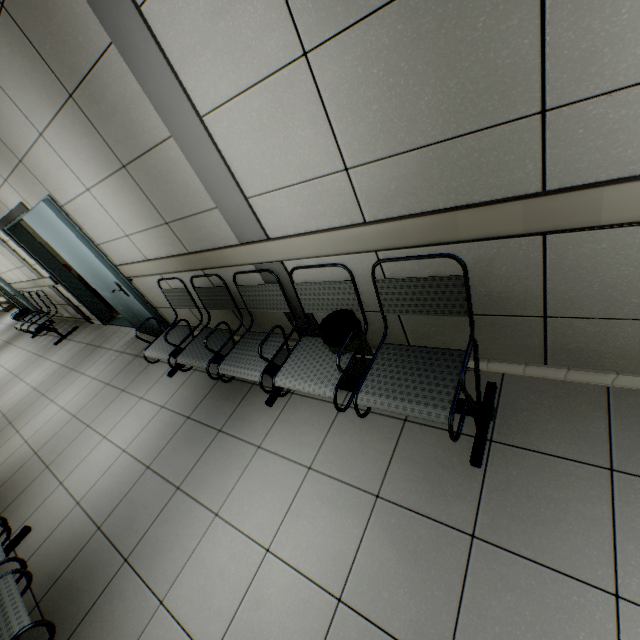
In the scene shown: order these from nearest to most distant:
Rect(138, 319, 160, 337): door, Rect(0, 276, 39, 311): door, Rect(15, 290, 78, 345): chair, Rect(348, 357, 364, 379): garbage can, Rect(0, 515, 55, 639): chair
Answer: Rect(0, 515, 55, 639): chair → Rect(348, 357, 364, 379): garbage can → Rect(138, 319, 160, 337): door → Rect(15, 290, 78, 345): chair → Rect(0, 276, 39, 311): door

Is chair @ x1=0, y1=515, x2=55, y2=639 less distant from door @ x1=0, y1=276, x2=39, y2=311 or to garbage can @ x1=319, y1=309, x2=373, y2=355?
garbage can @ x1=319, y1=309, x2=373, y2=355

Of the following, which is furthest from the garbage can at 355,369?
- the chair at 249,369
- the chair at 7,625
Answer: the chair at 7,625

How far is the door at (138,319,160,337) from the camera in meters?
4.1

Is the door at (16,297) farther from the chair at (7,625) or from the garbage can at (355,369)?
the garbage can at (355,369)

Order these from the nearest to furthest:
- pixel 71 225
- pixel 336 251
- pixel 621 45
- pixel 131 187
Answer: pixel 621 45
pixel 336 251
pixel 131 187
pixel 71 225

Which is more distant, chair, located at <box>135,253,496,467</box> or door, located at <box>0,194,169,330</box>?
door, located at <box>0,194,169,330</box>

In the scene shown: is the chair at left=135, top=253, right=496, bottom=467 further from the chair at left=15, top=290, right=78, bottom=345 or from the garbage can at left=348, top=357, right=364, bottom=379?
the chair at left=15, top=290, right=78, bottom=345
